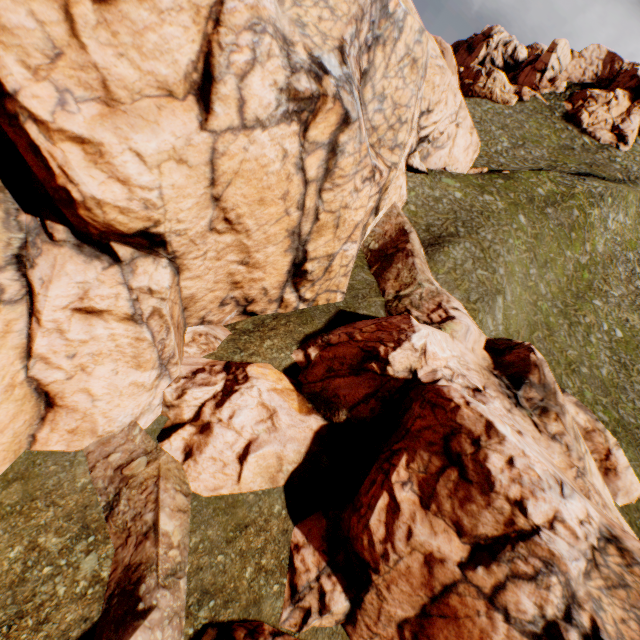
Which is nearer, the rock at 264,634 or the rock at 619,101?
the rock at 264,634

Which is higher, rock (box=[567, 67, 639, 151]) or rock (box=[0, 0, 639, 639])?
rock (box=[567, 67, 639, 151])

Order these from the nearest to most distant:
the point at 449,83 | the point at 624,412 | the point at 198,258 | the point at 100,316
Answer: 1. the point at 100,316
2. the point at 198,258
3. the point at 624,412
4. the point at 449,83

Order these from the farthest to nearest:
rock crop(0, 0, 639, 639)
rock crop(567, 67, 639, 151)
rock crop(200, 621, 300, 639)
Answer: rock crop(567, 67, 639, 151) < rock crop(200, 621, 300, 639) < rock crop(0, 0, 639, 639)

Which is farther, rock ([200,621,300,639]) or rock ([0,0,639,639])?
rock ([200,621,300,639])

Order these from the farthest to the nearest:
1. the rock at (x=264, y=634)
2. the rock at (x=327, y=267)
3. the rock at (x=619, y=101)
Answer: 1. the rock at (x=619, y=101)
2. the rock at (x=264, y=634)
3. the rock at (x=327, y=267)
